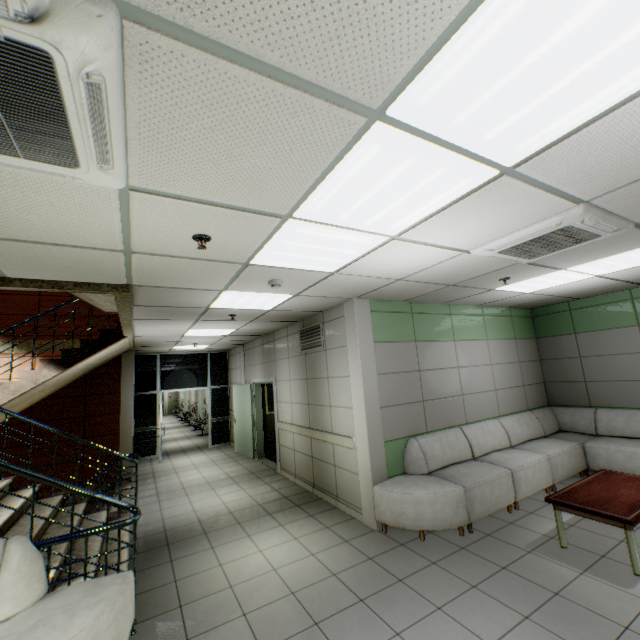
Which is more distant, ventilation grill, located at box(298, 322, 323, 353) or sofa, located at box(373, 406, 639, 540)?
ventilation grill, located at box(298, 322, 323, 353)

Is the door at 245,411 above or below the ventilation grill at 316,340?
below

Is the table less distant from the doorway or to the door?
the door

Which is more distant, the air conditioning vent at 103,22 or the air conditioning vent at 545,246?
the air conditioning vent at 545,246

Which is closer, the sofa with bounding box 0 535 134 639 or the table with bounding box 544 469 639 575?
the sofa with bounding box 0 535 134 639

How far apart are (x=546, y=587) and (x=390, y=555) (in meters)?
1.54

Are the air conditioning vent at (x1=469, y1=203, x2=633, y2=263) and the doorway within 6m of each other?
no

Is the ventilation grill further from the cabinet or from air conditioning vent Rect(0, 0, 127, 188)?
air conditioning vent Rect(0, 0, 127, 188)
